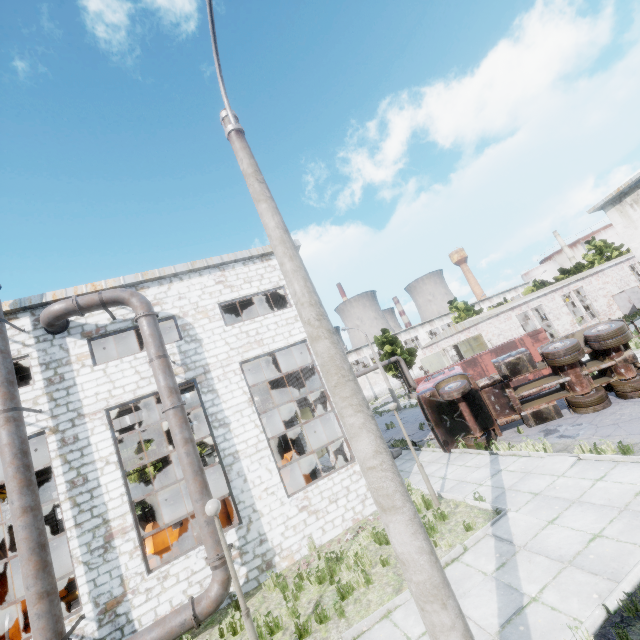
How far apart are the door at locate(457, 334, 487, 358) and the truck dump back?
8.5 meters

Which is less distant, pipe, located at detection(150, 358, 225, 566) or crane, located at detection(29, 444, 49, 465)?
pipe, located at detection(150, 358, 225, 566)

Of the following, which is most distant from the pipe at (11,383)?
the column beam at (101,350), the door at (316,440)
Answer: the door at (316,440)

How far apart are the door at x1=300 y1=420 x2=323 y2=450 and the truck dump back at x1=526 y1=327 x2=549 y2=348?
14.9 meters

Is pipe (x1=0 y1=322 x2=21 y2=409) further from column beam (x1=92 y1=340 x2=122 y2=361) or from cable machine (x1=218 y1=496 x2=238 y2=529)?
cable machine (x1=218 y1=496 x2=238 y2=529)

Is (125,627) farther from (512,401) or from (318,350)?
(512,401)

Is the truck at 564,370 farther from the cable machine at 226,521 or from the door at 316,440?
the door at 316,440

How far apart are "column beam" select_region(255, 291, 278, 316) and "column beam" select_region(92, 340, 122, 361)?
8.4m
